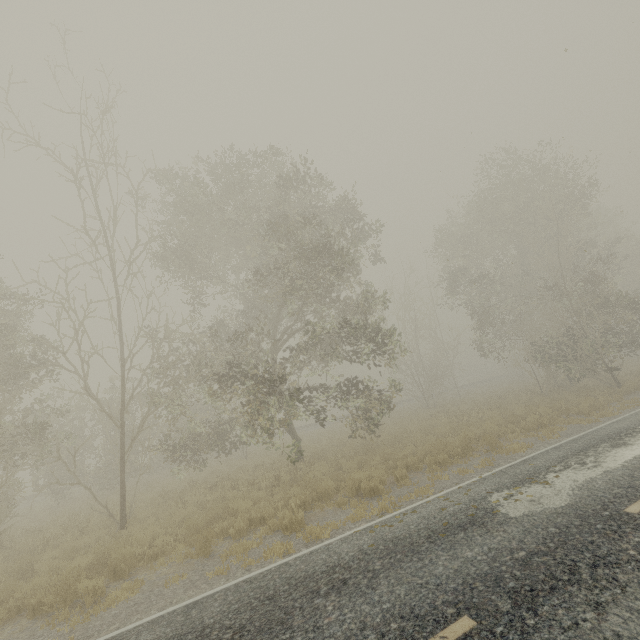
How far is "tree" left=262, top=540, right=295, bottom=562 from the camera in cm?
666

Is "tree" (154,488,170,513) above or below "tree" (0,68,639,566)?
A: below

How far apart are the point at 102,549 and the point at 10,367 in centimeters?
693cm

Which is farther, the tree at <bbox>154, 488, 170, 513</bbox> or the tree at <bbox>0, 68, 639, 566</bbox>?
the tree at <bbox>154, 488, 170, 513</bbox>

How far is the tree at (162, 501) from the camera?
12.5m

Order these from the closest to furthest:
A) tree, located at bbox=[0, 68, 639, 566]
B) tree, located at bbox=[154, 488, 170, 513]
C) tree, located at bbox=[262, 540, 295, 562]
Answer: tree, located at bbox=[262, 540, 295, 562] < tree, located at bbox=[0, 68, 639, 566] < tree, located at bbox=[154, 488, 170, 513]
